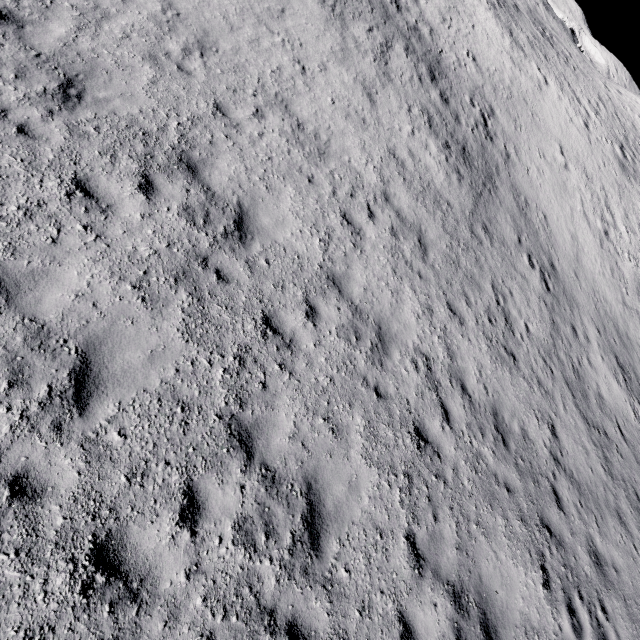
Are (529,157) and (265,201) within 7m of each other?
no
